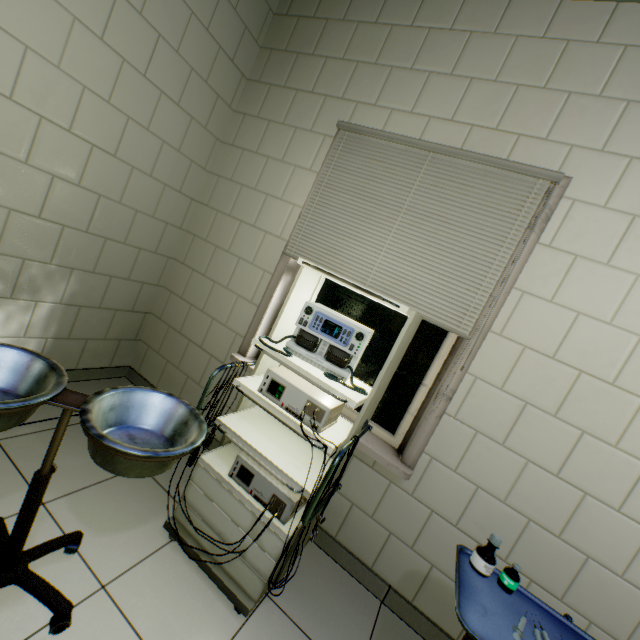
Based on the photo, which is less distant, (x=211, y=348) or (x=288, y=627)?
(x=288, y=627)

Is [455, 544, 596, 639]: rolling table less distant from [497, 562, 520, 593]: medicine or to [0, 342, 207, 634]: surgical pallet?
[497, 562, 520, 593]: medicine

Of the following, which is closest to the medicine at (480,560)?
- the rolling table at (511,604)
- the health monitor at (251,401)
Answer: the rolling table at (511,604)

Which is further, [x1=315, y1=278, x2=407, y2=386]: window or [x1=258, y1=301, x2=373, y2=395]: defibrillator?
[x1=315, y1=278, x2=407, y2=386]: window

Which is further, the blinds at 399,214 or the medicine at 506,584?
the blinds at 399,214

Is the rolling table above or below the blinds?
below

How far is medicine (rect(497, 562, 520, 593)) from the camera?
1.1m

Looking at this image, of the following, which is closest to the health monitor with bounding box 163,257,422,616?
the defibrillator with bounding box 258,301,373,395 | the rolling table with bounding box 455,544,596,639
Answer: the defibrillator with bounding box 258,301,373,395
